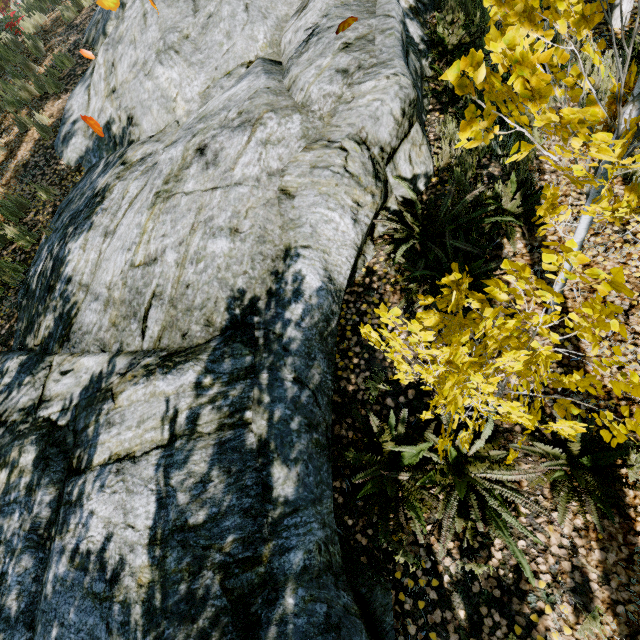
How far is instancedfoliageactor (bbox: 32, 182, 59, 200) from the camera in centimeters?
562cm

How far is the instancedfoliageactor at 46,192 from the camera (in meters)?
5.62

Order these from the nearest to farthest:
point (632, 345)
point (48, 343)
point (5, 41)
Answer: point (632, 345), point (48, 343), point (5, 41)

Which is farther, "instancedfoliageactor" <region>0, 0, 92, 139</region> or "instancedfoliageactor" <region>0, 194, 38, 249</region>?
"instancedfoliageactor" <region>0, 0, 92, 139</region>

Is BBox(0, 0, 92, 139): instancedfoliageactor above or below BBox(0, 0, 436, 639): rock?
above

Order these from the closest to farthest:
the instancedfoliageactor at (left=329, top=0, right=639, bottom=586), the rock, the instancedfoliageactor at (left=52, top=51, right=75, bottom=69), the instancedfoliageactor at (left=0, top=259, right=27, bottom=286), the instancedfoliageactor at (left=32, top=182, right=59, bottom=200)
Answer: the instancedfoliageactor at (left=329, top=0, right=639, bottom=586) → the rock → the instancedfoliageactor at (left=0, top=259, right=27, bottom=286) → the instancedfoliageactor at (left=32, top=182, right=59, bottom=200) → the instancedfoliageactor at (left=52, top=51, right=75, bottom=69)

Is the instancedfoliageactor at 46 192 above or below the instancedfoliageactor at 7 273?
above
